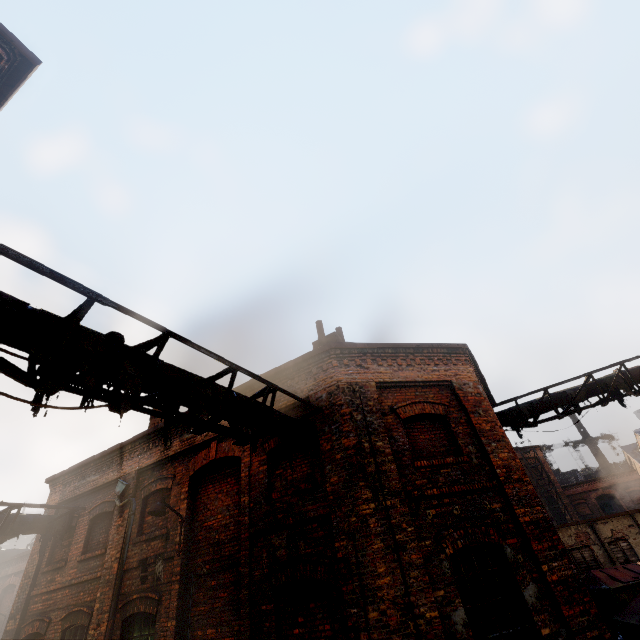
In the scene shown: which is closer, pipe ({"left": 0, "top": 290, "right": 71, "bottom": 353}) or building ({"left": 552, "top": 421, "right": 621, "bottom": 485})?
pipe ({"left": 0, "top": 290, "right": 71, "bottom": 353})

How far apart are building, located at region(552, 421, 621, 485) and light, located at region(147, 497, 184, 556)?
52.2m

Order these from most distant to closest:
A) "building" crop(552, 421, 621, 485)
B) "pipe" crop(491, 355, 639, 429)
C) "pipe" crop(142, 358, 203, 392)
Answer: "building" crop(552, 421, 621, 485) → "pipe" crop(491, 355, 639, 429) → "pipe" crop(142, 358, 203, 392)

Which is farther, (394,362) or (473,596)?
(394,362)

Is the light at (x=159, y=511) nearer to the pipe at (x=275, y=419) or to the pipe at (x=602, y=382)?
the pipe at (x=275, y=419)

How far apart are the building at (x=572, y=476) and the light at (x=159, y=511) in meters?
52.2 m

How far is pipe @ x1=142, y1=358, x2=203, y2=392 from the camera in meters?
4.6 m
